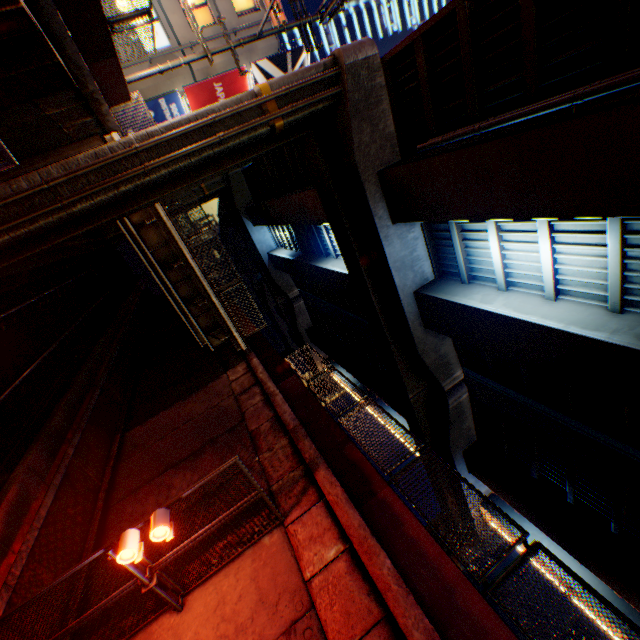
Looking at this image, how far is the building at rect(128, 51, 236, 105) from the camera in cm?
1852

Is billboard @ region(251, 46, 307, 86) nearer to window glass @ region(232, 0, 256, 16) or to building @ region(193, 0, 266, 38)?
building @ region(193, 0, 266, 38)

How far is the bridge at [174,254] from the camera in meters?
13.0

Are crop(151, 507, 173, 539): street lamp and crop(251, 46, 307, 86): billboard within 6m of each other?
no

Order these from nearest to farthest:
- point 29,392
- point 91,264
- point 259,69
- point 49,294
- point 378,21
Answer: point 29,392 → point 49,294 → point 259,69 → point 91,264 → point 378,21

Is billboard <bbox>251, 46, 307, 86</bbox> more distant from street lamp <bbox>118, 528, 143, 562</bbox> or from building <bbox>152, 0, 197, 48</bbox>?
street lamp <bbox>118, 528, 143, 562</bbox>

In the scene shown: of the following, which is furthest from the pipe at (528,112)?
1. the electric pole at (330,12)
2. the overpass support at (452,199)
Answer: the electric pole at (330,12)

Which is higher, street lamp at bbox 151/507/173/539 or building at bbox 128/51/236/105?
A: building at bbox 128/51/236/105
